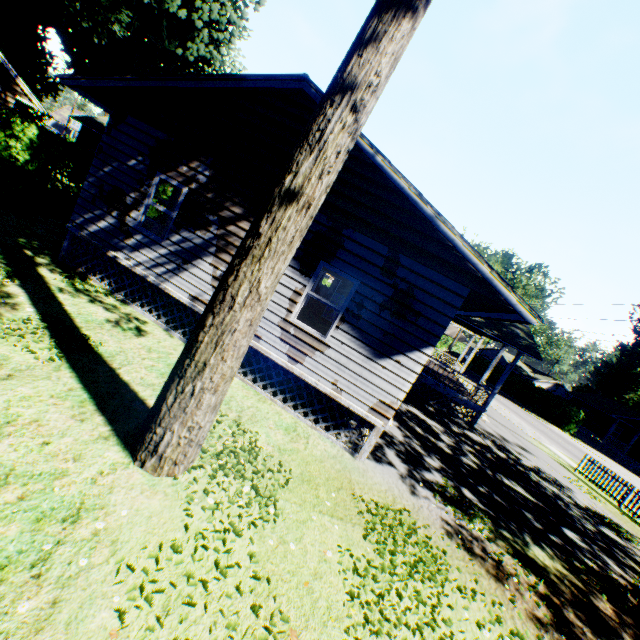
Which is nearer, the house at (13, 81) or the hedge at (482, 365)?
the house at (13, 81)

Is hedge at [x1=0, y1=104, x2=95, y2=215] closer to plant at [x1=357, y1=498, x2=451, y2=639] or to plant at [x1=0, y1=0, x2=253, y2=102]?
plant at [x1=0, y1=0, x2=253, y2=102]

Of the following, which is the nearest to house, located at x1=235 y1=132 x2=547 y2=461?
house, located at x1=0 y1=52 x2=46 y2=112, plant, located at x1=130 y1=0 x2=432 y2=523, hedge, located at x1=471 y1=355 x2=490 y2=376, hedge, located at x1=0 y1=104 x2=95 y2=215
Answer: plant, located at x1=130 y1=0 x2=432 y2=523

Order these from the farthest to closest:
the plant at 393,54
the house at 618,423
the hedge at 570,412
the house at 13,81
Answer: the house at 618,423 < the hedge at 570,412 < the house at 13,81 < the plant at 393,54

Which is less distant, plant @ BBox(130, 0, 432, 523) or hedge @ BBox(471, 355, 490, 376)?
plant @ BBox(130, 0, 432, 523)

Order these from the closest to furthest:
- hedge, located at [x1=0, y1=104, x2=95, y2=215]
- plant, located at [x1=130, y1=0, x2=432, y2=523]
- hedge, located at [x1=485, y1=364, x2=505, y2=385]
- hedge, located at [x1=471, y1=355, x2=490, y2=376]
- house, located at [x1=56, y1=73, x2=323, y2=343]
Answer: plant, located at [x1=130, y1=0, x2=432, y2=523] < house, located at [x1=56, y1=73, x2=323, y2=343] < hedge, located at [x1=0, y1=104, x2=95, y2=215] < hedge, located at [x1=485, y1=364, x2=505, y2=385] < hedge, located at [x1=471, y1=355, x2=490, y2=376]

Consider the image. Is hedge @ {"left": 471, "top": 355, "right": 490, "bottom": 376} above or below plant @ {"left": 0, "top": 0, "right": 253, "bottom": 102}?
below

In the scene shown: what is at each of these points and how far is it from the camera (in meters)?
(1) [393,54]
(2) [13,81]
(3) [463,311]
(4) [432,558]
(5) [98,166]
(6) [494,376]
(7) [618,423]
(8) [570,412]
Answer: (1) plant, 3.76
(2) house, 16.11
(3) house, 12.12
(4) plant, 5.44
(5) house, 8.77
(6) hedge, 48.25
(7) house, 43.97
(8) hedge, 36.09
